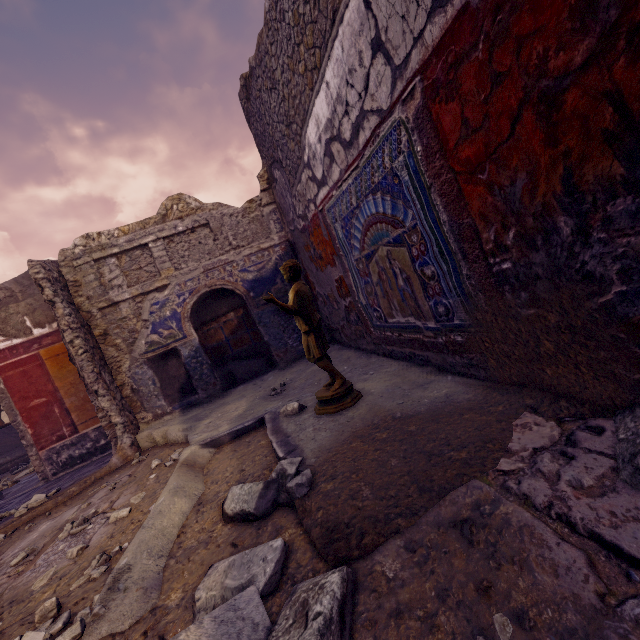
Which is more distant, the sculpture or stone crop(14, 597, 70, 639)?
the sculpture

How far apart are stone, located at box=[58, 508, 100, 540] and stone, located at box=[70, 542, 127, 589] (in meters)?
0.69

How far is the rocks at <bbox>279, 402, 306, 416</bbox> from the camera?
2.77m

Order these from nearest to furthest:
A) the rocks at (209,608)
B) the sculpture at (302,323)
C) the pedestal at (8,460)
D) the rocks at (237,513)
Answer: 1. the rocks at (209,608)
2. the rocks at (237,513)
3. the sculpture at (302,323)
4. the pedestal at (8,460)

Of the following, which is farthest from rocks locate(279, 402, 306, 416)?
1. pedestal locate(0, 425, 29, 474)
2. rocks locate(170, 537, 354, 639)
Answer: pedestal locate(0, 425, 29, 474)

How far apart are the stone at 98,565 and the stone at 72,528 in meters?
0.7

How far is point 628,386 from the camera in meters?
1.4

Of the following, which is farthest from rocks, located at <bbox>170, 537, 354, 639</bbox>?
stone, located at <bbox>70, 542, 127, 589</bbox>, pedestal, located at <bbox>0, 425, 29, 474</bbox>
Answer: pedestal, located at <bbox>0, 425, 29, 474</bbox>
